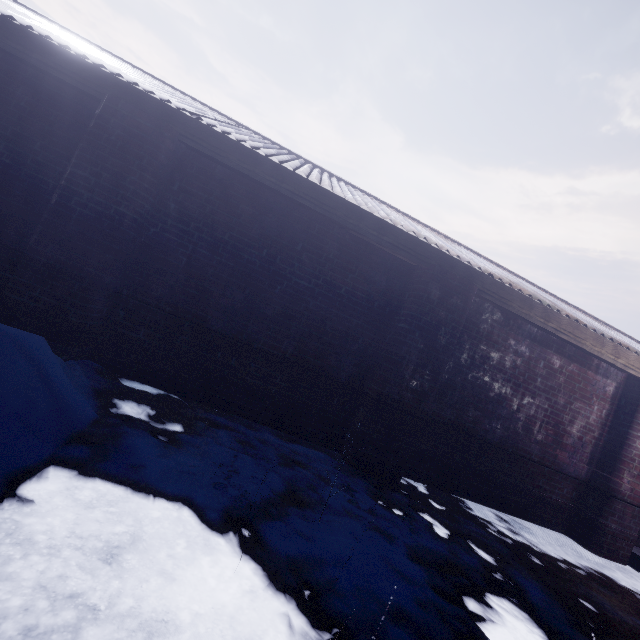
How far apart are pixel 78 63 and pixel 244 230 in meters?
1.8 m
